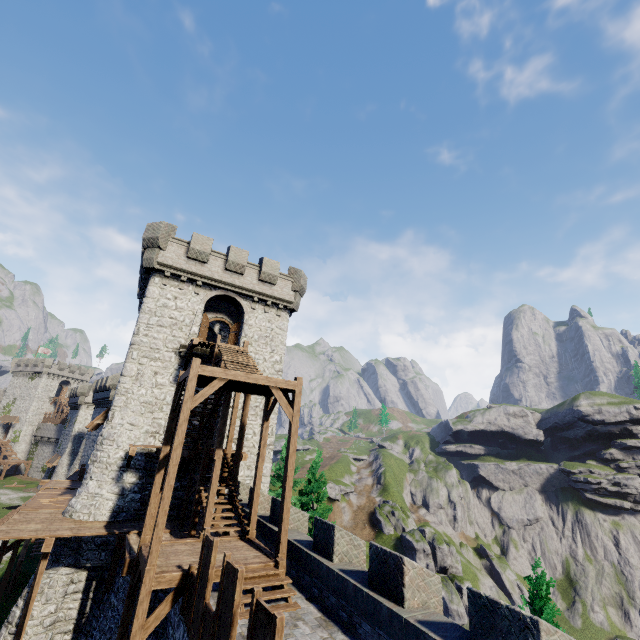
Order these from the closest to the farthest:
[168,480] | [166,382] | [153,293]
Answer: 1. [168,480]
2. [166,382]
3. [153,293]

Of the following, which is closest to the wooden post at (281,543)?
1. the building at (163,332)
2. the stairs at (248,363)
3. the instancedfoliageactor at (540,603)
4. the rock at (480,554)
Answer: the stairs at (248,363)

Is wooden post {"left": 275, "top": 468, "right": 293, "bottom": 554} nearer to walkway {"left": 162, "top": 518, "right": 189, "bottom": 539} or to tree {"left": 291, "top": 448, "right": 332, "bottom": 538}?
walkway {"left": 162, "top": 518, "right": 189, "bottom": 539}

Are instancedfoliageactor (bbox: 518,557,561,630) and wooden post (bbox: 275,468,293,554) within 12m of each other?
yes

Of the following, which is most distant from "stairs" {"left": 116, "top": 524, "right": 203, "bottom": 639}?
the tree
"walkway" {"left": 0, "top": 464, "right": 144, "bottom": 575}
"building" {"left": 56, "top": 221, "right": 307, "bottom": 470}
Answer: the tree

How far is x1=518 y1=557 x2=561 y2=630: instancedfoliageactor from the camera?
11.3m

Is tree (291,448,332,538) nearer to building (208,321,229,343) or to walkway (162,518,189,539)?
building (208,321,229,343)

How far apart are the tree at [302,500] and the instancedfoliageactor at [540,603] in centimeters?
1635cm
